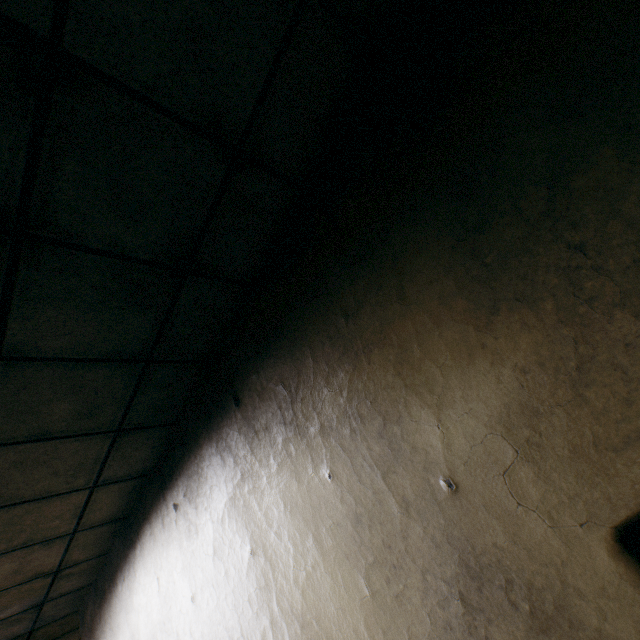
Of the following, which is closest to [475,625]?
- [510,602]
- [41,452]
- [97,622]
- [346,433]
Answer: [510,602]
